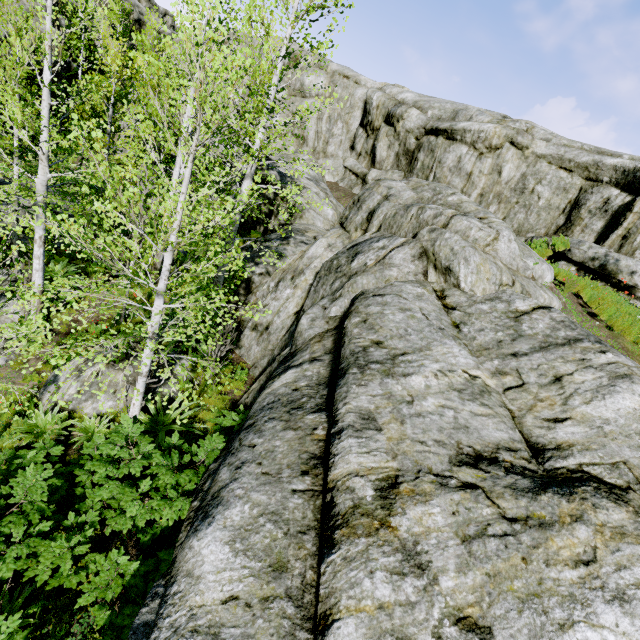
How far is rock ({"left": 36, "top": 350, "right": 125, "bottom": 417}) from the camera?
7.93m

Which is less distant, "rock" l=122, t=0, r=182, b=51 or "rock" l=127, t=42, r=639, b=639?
"rock" l=127, t=42, r=639, b=639

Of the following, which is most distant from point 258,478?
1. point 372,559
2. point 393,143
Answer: point 393,143

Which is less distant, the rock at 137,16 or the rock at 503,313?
the rock at 503,313

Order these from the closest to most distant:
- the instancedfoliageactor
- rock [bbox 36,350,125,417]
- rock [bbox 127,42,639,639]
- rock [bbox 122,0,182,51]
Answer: rock [bbox 127,42,639,639] → the instancedfoliageactor → rock [bbox 36,350,125,417] → rock [bbox 122,0,182,51]

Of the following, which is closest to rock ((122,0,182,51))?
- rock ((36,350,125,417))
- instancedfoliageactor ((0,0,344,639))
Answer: instancedfoliageactor ((0,0,344,639))

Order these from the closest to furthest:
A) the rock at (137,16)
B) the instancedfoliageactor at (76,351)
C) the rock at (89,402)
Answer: the instancedfoliageactor at (76,351) < the rock at (89,402) < the rock at (137,16)

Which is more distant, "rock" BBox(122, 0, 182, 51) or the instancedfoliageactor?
"rock" BBox(122, 0, 182, 51)
